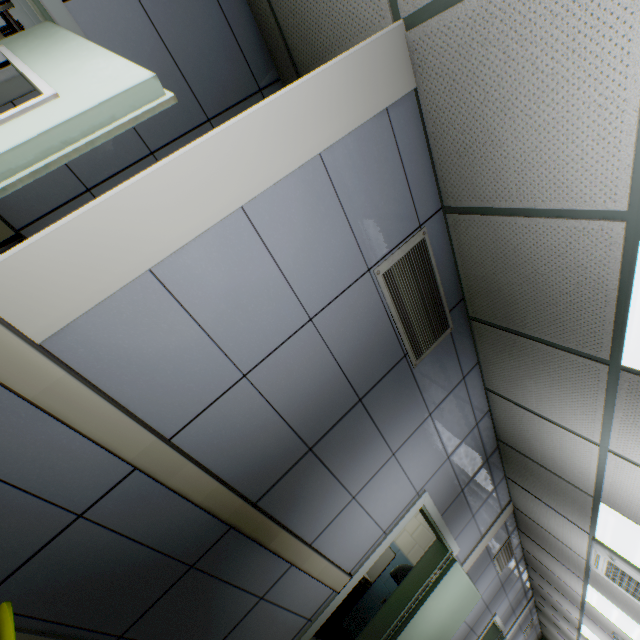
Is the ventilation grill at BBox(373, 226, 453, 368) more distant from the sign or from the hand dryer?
the hand dryer

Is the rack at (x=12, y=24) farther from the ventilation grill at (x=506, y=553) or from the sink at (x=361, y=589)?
the ventilation grill at (x=506, y=553)

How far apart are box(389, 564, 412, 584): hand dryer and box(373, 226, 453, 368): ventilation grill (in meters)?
3.58

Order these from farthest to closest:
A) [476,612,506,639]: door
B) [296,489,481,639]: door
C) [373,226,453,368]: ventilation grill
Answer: [476,612,506,639]: door < [296,489,481,639]: door < [373,226,453,368]: ventilation grill

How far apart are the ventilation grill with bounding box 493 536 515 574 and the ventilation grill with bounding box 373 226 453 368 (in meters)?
5.10

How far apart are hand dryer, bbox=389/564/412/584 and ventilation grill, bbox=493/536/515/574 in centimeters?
196cm

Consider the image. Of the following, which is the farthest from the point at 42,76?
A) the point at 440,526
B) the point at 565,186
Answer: the point at 440,526

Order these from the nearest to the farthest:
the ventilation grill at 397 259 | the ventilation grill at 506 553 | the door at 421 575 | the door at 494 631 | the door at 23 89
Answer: the door at 23 89 → the ventilation grill at 397 259 → the door at 421 575 → the ventilation grill at 506 553 → the door at 494 631
